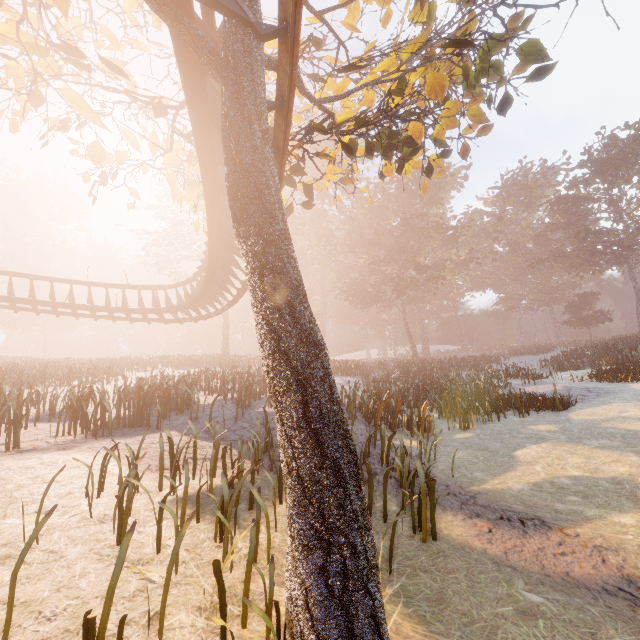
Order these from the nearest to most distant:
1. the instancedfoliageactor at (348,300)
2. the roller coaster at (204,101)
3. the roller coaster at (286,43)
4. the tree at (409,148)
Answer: the tree at (409,148) < the roller coaster at (286,43) < the roller coaster at (204,101) < the instancedfoliageactor at (348,300)

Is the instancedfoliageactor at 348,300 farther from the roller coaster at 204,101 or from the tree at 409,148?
the roller coaster at 204,101

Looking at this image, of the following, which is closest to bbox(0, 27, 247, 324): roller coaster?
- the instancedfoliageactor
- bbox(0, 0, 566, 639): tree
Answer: bbox(0, 0, 566, 639): tree

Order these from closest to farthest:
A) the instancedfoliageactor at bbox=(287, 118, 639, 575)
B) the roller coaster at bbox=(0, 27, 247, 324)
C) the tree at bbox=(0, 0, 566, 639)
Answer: the tree at bbox=(0, 0, 566, 639), the roller coaster at bbox=(0, 27, 247, 324), the instancedfoliageactor at bbox=(287, 118, 639, 575)

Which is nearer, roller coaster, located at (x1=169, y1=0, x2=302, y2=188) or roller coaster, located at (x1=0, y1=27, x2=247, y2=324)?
roller coaster, located at (x1=169, y1=0, x2=302, y2=188)

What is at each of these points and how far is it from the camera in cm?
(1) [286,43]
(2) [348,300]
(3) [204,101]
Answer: (1) roller coaster, 380
(2) instancedfoliageactor, 4409
(3) roller coaster, 489

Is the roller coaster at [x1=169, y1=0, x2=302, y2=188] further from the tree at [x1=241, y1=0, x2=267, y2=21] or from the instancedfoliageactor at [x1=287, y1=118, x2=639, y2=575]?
the instancedfoliageactor at [x1=287, y1=118, x2=639, y2=575]
